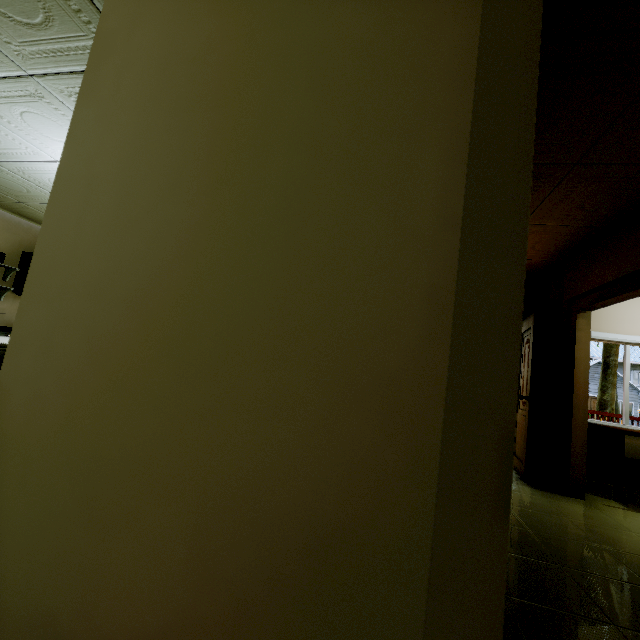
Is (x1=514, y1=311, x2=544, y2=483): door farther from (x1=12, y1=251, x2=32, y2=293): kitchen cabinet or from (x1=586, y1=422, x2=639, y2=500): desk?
(x1=12, y1=251, x2=32, y2=293): kitchen cabinet

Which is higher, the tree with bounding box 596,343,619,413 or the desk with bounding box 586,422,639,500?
the tree with bounding box 596,343,619,413

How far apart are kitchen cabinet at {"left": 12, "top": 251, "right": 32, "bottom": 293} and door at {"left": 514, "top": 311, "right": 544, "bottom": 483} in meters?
8.1 m

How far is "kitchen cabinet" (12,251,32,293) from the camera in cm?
571

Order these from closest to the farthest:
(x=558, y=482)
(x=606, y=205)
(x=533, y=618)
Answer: (x=533, y=618)
(x=606, y=205)
(x=558, y=482)

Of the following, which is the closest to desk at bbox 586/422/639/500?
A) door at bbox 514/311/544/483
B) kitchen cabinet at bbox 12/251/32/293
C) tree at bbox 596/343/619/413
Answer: door at bbox 514/311/544/483

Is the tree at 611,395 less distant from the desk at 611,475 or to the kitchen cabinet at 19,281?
the kitchen cabinet at 19,281

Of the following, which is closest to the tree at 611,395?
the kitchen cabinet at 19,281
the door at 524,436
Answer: the kitchen cabinet at 19,281
